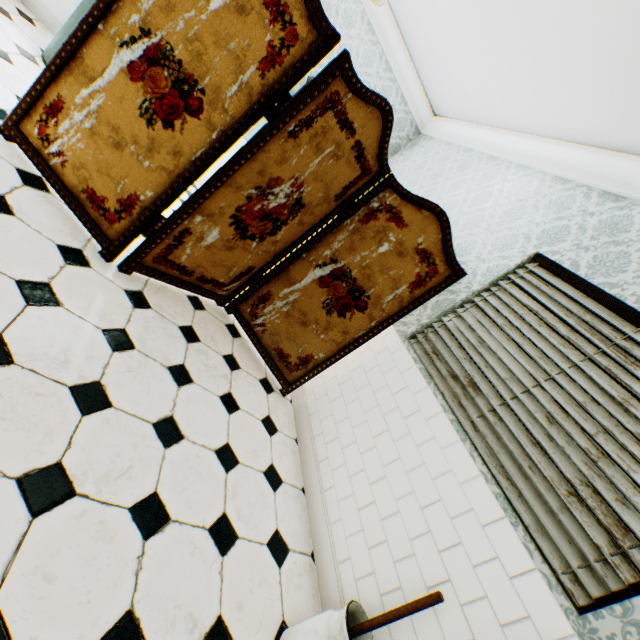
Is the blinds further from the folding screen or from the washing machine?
the washing machine

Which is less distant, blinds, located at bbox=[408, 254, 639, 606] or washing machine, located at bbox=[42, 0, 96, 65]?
blinds, located at bbox=[408, 254, 639, 606]

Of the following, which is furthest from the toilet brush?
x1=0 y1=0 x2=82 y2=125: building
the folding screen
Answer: the folding screen

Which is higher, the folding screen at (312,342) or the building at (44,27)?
the folding screen at (312,342)

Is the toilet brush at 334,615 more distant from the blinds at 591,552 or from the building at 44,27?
the blinds at 591,552

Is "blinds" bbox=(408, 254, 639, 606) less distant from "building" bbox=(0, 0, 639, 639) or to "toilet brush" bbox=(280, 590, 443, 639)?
"building" bbox=(0, 0, 639, 639)

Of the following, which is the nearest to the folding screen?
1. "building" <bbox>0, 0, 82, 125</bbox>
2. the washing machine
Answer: "building" <bbox>0, 0, 82, 125</bbox>

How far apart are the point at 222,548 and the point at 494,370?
1.9 meters
